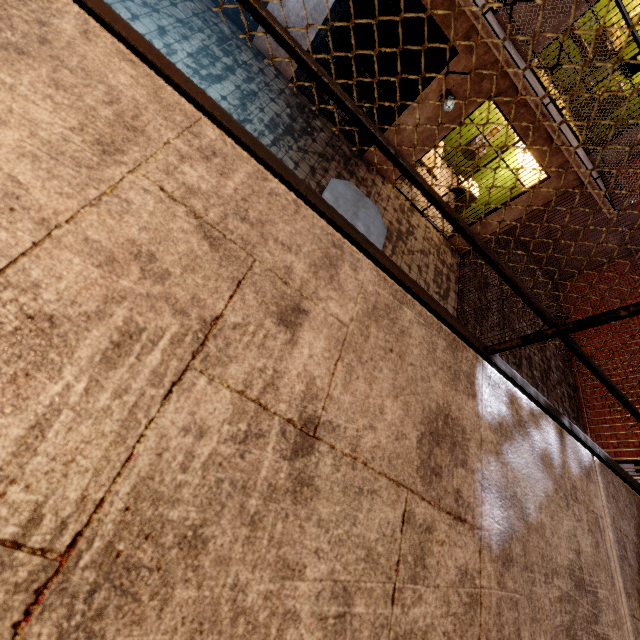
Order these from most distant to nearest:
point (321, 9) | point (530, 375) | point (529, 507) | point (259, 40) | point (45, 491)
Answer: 1. point (530, 375)
2. point (259, 40)
3. point (321, 9)
4. point (529, 507)
5. point (45, 491)

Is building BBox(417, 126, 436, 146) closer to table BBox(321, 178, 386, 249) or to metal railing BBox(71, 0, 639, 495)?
metal railing BBox(71, 0, 639, 495)

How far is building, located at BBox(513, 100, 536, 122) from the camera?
5.7 meters

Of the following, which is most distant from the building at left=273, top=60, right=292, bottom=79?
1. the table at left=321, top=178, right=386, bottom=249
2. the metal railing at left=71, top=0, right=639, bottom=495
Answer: the table at left=321, top=178, right=386, bottom=249

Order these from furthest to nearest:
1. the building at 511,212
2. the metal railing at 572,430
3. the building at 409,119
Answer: the building at 511,212 → the building at 409,119 → the metal railing at 572,430

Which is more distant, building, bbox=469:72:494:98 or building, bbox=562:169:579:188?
building, bbox=562:169:579:188

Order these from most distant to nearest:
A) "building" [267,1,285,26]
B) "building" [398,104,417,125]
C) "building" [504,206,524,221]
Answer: "building" [504,206,524,221] → "building" [398,104,417,125] → "building" [267,1,285,26]

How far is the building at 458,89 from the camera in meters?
5.7
